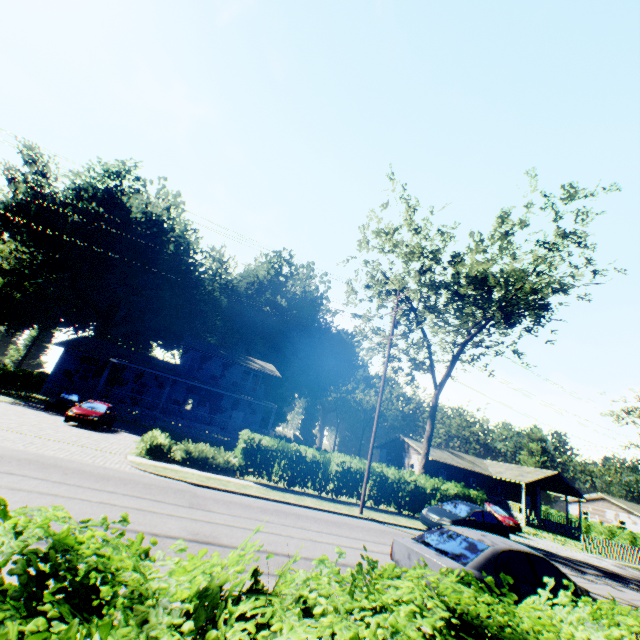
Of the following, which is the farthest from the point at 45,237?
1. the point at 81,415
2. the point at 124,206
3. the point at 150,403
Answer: the point at 81,415

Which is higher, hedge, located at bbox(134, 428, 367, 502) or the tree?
the tree

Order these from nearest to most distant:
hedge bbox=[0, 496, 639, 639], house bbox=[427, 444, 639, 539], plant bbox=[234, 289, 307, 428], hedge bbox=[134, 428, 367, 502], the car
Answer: hedge bbox=[0, 496, 639, 639] → hedge bbox=[134, 428, 367, 502] → the car → house bbox=[427, 444, 639, 539] → plant bbox=[234, 289, 307, 428]

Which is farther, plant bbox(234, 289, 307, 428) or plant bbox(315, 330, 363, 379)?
plant bbox(315, 330, 363, 379)

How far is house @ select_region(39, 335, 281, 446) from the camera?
28.4 meters

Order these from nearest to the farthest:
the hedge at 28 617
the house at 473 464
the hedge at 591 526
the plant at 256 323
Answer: the hedge at 28 617 → the house at 473 464 → the hedge at 591 526 → the plant at 256 323

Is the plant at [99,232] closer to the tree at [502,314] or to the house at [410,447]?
the tree at [502,314]

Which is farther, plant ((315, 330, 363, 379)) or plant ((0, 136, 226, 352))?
plant ((315, 330, 363, 379))
